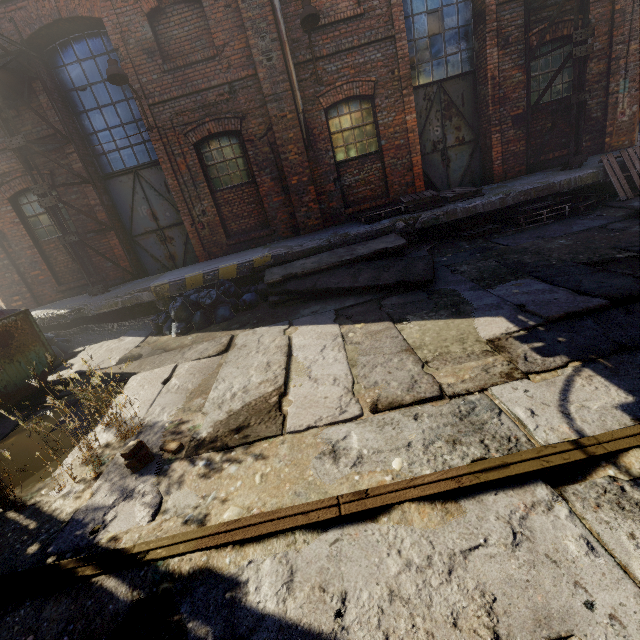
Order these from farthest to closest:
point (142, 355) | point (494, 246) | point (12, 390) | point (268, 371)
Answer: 1. point (494, 246)
2. point (142, 355)
3. point (12, 390)
4. point (268, 371)

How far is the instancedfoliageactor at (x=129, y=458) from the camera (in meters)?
3.07

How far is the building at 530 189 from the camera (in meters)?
7.55

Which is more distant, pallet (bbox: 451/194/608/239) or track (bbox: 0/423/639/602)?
pallet (bbox: 451/194/608/239)

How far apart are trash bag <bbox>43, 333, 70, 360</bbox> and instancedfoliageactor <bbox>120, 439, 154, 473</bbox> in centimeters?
486cm

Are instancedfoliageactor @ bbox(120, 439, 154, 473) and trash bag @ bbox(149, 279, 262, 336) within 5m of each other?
yes

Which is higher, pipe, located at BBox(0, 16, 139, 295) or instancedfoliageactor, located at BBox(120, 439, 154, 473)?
pipe, located at BBox(0, 16, 139, 295)

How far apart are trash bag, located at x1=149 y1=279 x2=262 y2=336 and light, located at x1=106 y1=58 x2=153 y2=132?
4.03m
